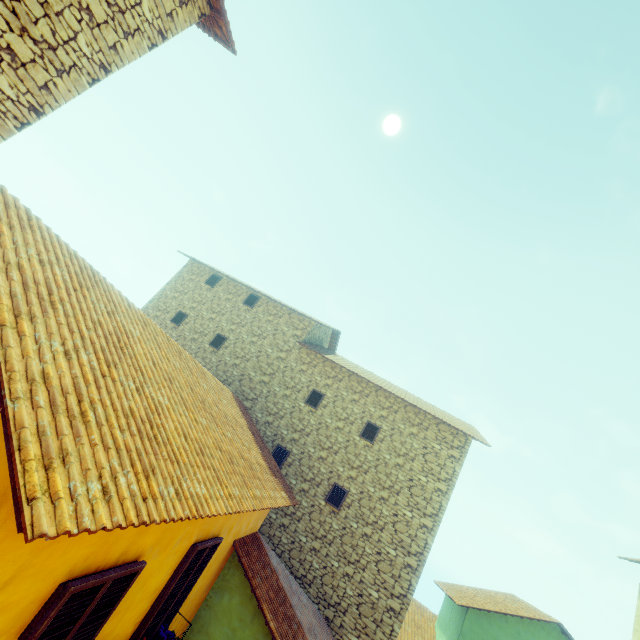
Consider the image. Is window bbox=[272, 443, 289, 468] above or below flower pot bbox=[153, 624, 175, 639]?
above

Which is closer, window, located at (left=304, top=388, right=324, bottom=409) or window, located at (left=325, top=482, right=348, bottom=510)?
window, located at (left=325, top=482, right=348, bottom=510)

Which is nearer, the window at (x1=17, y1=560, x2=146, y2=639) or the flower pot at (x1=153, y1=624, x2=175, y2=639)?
the window at (x1=17, y1=560, x2=146, y2=639)

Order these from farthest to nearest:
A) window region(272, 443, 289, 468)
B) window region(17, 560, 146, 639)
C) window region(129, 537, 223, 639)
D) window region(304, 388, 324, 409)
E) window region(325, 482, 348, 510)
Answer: window region(304, 388, 324, 409), window region(272, 443, 289, 468), window region(325, 482, 348, 510), window region(129, 537, 223, 639), window region(17, 560, 146, 639)

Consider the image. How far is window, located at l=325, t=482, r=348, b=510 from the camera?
11.1m

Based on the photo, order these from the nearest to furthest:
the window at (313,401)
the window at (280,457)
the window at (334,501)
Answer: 1. the window at (334,501)
2. the window at (280,457)
3. the window at (313,401)

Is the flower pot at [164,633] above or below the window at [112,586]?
below

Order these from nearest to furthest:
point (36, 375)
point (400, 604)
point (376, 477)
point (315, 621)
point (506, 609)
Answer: point (36, 375)
point (315, 621)
point (400, 604)
point (376, 477)
point (506, 609)
